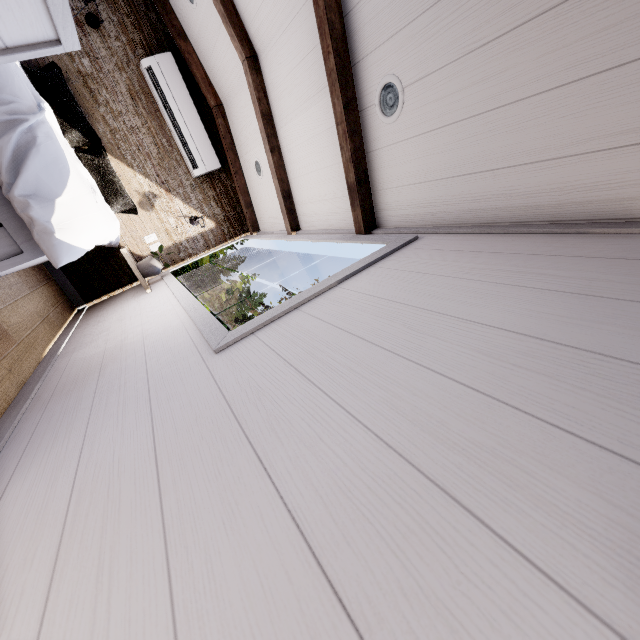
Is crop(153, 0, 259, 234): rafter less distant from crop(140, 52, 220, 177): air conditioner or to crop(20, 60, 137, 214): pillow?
crop(140, 52, 220, 177): air conditioner

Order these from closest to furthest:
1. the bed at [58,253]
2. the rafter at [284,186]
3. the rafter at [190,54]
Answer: the bed at [58,253] < the rafter at [284,186] < the rafter at [190,54]

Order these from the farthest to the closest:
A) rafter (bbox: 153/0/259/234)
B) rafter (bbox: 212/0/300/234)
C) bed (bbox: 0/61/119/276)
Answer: rafter (bbox: 153/0/259/234) → rafter (bbox: 212/0/300/234) → bed (bbox: 0/61/119/276)

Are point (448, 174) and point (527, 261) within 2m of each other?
yes

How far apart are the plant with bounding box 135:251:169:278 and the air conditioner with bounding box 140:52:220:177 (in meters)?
0.99

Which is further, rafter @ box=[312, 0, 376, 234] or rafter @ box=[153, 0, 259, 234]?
rafter @ box=[153, 0, 259, 234]

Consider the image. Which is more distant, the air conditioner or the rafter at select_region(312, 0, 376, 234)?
the air conditioner

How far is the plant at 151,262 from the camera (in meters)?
3.28
